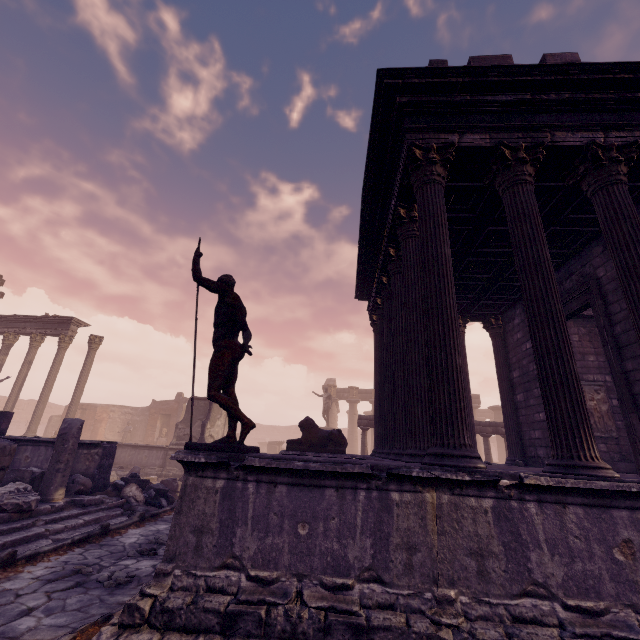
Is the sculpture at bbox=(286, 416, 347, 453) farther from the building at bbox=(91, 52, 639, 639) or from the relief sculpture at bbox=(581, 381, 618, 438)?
the relief sculpture at bbox=(581, 381, 618, 438)

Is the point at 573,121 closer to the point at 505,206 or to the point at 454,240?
the point at 505,206

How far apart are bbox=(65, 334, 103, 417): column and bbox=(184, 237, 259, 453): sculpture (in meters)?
16.75

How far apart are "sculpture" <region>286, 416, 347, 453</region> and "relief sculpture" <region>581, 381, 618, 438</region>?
7.1 meters

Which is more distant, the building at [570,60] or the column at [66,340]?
the column at [66,340]

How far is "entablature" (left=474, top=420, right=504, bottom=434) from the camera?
14.75m

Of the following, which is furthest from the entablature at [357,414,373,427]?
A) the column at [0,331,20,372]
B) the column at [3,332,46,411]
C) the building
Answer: the column at [0,331,20,372]

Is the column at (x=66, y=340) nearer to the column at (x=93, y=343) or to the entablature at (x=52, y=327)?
the entablature at (x=52, y=327)
